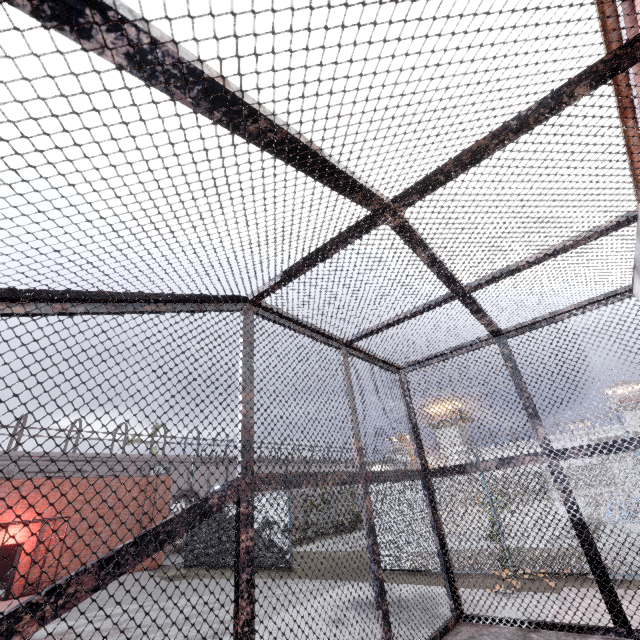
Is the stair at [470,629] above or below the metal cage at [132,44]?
below

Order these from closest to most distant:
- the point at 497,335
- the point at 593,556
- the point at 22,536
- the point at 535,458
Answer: the point at 593,556
the point at 535,458
the point at 497,335
the point at 22,536

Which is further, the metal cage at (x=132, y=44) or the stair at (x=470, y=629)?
the stair at (x=470, y=629)

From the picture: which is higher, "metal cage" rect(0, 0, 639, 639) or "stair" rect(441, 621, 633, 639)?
"metal cage" rect(0, 0, 639, 639)

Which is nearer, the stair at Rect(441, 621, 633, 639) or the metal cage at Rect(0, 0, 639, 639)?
the metal cage at Rect(0, 0, 639, 639)
